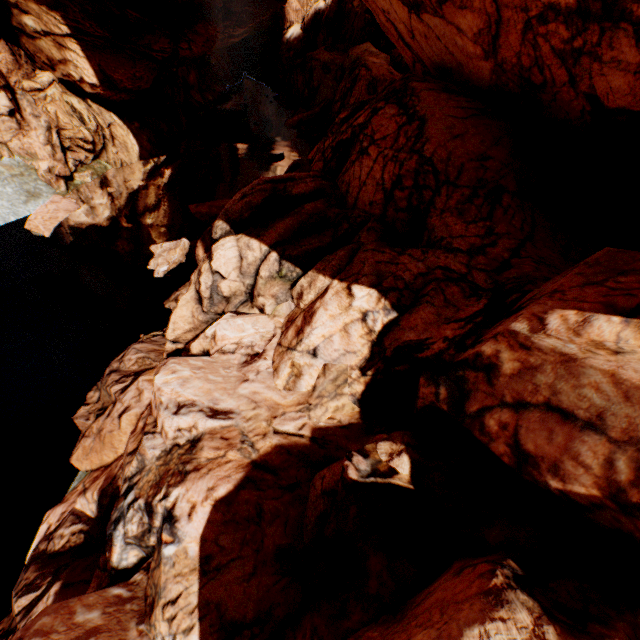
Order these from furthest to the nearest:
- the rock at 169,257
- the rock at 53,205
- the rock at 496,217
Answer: the rock at 53,205, the rock at 169,257, the rock at 496,217

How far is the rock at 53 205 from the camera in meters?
16.7

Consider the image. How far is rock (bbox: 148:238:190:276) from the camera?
15.81m

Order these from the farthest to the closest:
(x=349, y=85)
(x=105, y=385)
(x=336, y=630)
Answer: (x=349, y=85), (x=105, y=385), (x=336, y=630)

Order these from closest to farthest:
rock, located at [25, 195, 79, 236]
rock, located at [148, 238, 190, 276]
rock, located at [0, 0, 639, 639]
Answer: rock, located at [0, 0, 639, 639] < rock, located at [148, 238, 190, 276] < rock, located at [25, 195, 79, 236]

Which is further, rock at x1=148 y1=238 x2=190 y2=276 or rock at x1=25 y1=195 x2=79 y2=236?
rock at x1=25 y1=195 x2=79 y2=236
